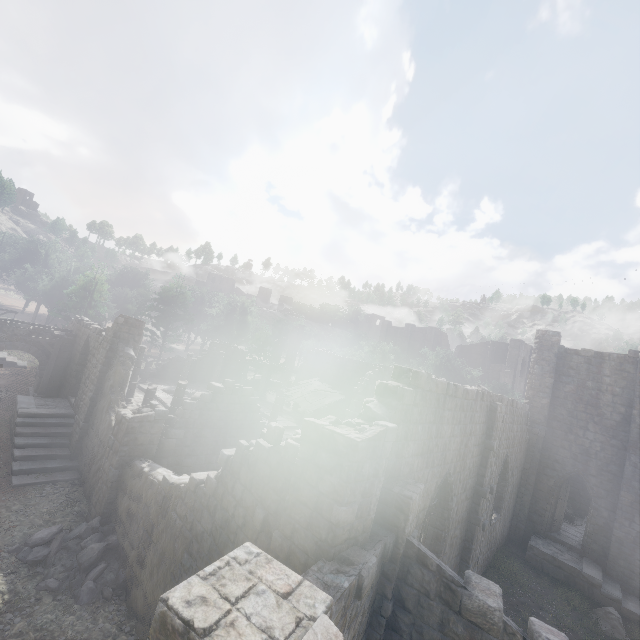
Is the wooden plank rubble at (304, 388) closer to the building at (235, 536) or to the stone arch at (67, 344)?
the building at (235, 536)

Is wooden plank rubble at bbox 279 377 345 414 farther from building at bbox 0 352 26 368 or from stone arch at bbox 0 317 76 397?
stone arch at bbox 0 317 76 397

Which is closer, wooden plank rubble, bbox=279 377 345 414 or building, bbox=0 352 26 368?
wooden plank rubble, bbox=279 377 345 414

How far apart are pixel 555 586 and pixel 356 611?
17.0m

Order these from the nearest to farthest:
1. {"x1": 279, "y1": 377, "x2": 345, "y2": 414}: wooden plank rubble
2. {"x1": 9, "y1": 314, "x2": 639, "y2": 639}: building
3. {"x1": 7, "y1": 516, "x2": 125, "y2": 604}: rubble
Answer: {"x1": 9, "y1": 314, "x2": 639, "y2": 639}: building < {"x1": 7, "y1": 516, "x2": 125, "y2": 604}: rubble < {"x1": 279, "y1": 377, "x2": 345, "y2": 414}: wooden plank rubble

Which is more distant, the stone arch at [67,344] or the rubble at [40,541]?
the stone arch at [67,344]

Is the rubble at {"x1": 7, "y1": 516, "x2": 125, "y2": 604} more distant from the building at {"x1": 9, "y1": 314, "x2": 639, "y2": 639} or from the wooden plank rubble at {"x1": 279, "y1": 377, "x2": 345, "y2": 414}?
the wooden plank rubble at {"x1": 279, "y1": 377, "x2": 345, "y2": 414}
